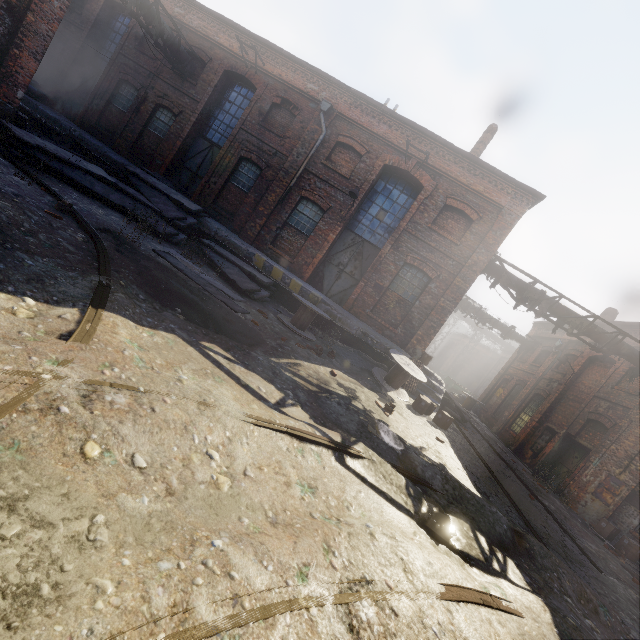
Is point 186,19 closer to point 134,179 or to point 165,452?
point 134,179

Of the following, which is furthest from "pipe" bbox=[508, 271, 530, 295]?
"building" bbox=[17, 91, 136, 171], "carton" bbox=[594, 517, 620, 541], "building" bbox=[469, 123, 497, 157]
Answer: "carton" bbox=[594, 517, 620, 541]

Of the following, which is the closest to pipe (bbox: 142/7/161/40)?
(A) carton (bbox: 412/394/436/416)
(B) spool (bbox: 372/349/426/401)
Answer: (B) spool (bbox: 372/349/426/401)

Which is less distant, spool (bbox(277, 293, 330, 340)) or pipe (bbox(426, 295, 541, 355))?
spool (bbox(277, 293, 330, 340))

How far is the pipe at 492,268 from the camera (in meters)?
12.77

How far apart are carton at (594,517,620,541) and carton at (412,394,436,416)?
5.6 meters

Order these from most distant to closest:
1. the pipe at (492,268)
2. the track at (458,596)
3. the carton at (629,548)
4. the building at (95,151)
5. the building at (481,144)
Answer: the building at (481,144) < the building at (95,151) < the pipe at (492,268) < the carton at (629,548) < the track at (458,596)

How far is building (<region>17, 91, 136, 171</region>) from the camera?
13.8 meters
